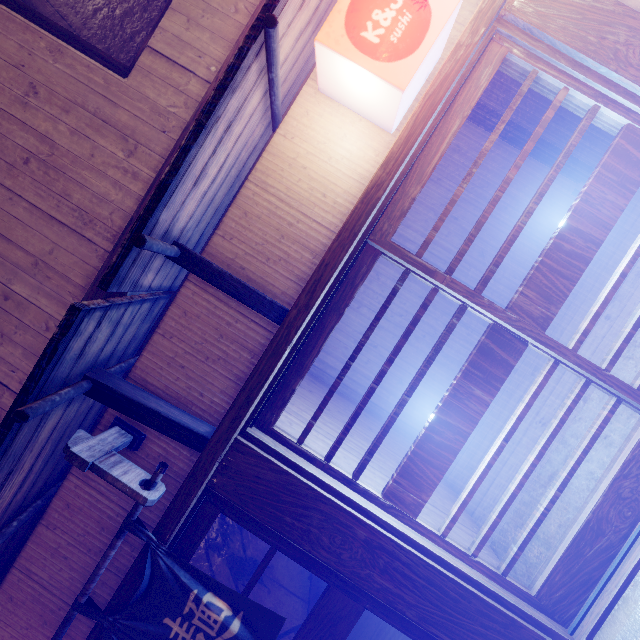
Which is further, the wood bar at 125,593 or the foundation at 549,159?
the foundation at 549,159

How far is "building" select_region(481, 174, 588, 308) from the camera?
11.28m

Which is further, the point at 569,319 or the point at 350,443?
the point at 569,319

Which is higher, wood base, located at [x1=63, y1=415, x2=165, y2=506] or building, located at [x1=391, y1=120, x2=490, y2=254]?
wood base, located at [x1=63, y1=415, x2=165, y2=506]

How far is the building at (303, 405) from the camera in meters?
6.8 m

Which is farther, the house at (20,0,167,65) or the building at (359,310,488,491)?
the building at (359,310,488,491)

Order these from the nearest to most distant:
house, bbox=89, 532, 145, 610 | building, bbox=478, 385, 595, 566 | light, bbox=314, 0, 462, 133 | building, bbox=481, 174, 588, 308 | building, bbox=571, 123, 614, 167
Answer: light, bbox=314, 0, 462, 133
house, bbox=89, 532, 145, 610
building, bbox=478, 385, 595, 566
building, bbox=571, 123, 614, 167
building, bbox=481, 174, 588, 308

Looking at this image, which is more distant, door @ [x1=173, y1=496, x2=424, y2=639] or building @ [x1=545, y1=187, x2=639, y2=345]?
building @ [x1=545, y1=187, x2=639, y2=345]
